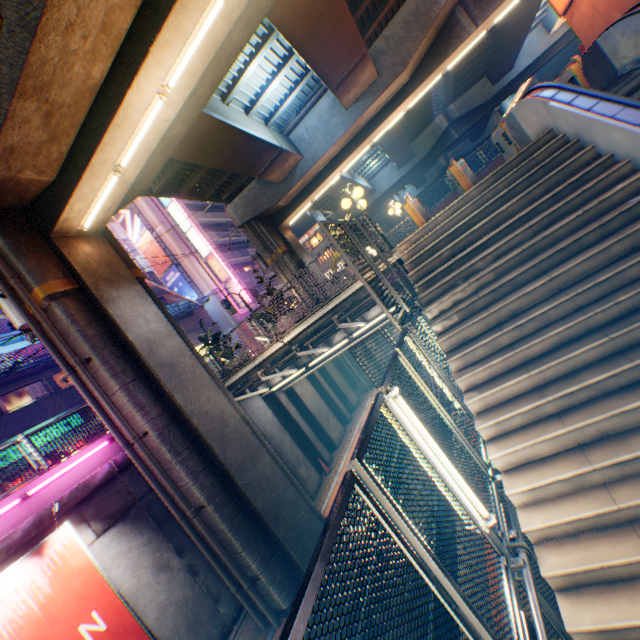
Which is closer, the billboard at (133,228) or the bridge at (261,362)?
the bridge at (261,362)

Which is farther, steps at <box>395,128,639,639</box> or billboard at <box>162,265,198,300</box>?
billboard at <box>162,265,198,300</box>

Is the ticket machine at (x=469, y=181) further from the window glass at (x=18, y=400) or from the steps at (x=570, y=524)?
the window glass at (x=18, y=400)

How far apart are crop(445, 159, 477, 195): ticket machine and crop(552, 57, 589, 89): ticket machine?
3.1m

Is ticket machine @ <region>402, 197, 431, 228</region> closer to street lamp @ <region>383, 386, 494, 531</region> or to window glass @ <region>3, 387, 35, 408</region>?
street lamp @ <region>383, 386, 494, 531</region>

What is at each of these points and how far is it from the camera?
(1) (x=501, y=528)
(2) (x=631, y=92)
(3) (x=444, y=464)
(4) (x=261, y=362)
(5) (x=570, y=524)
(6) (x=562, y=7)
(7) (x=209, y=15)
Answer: (1) metal fence, 4.05m
(2) steps, 6.36m
(3) street lamp, 3.66m
(4) bridge, 11.89m
(5) steps, 3.62m
(6) sign, 11.03m
(7) street lamp, 6.71m

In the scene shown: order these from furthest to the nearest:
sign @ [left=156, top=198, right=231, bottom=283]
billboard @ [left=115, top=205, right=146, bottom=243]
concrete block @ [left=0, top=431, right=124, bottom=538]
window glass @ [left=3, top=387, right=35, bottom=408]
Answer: sign @ [left=156, top=198, right=231, bottom=283] → billboard @ [left=115, top=205, right=146, bottom=243] → window glass @ [left=3, top=387, right=35, bottom=408] → concrete block @ [left=0, top=431, right=124, bottom=538]

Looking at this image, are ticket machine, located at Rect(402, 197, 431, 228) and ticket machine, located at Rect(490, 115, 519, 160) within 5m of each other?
yes
